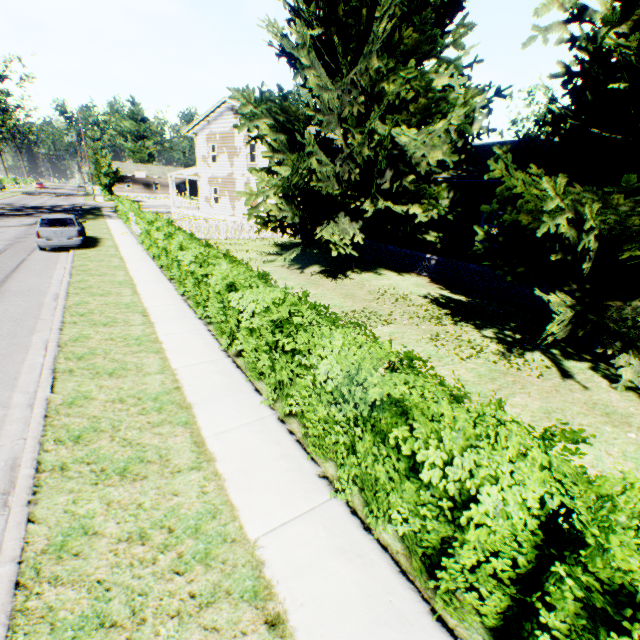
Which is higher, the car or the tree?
the tree

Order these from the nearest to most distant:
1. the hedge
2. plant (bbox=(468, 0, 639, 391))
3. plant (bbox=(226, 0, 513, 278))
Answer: the hedge → plant (bbox=(468, 0, 639, 391)) → plant (bbox=(226, 0, 513, 278))

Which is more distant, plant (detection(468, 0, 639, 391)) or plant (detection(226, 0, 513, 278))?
plant (detection(226, 0, 513, 278))

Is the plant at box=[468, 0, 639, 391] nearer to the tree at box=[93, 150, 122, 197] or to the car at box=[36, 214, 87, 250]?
the car at box=[36, 214, 87, 250]

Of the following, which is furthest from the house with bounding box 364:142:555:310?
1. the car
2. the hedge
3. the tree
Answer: the tree

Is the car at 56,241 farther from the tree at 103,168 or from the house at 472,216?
the tree at 103,168

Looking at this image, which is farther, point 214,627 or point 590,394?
point 590,394

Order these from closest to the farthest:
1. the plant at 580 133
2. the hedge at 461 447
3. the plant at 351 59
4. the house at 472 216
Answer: the hedge at 461 447 < the plant at 580 133 < the plant at 351 59 < the house at 472 216
